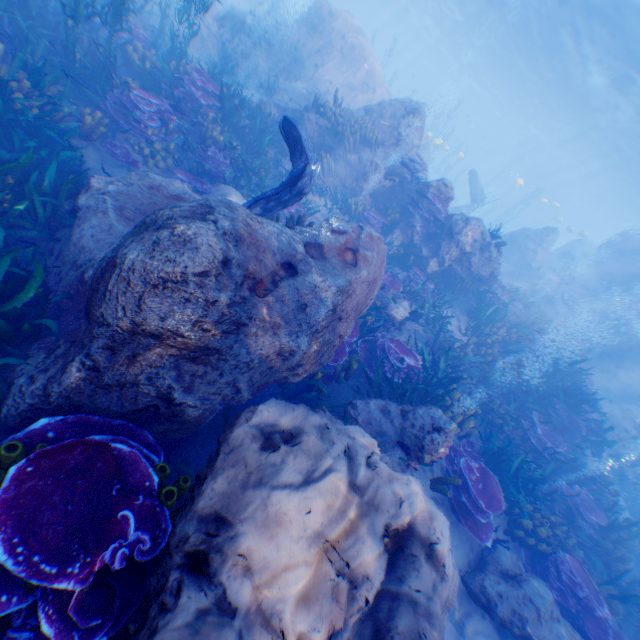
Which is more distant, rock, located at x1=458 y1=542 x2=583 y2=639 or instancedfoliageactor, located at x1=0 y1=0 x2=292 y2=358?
rock, located at x1=458 y1=542 x2=583 y2=639

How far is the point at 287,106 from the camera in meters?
13.2

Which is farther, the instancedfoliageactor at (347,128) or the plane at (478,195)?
the plane at (478,195)

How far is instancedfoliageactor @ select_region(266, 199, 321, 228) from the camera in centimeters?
772cm

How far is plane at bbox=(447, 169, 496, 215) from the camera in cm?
2119

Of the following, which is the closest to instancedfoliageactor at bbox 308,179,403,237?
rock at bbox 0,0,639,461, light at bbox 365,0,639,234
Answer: rock at bbox 0,0,639,461

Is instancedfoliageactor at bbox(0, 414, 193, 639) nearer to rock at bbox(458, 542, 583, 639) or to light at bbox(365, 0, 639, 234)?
rock at bbox(458, 542, 583, 639)

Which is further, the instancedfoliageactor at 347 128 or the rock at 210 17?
the rock at 210 17
